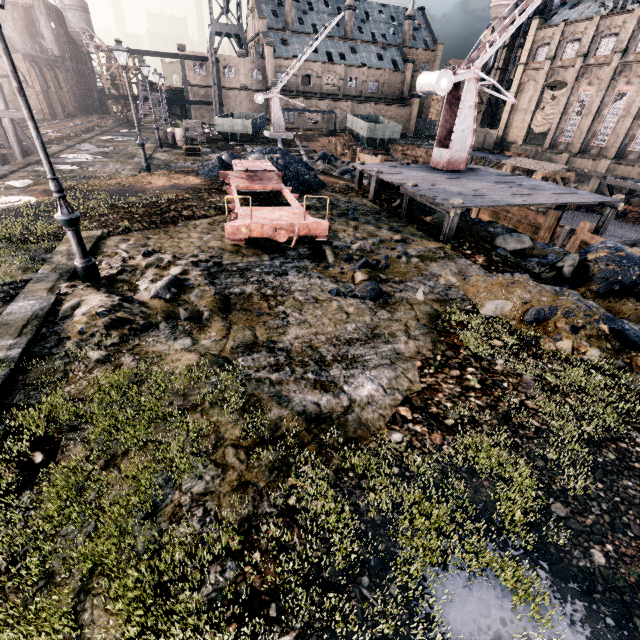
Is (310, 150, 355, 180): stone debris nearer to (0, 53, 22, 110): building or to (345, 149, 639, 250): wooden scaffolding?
(345, 149, 639, 250): wooden scaffolding

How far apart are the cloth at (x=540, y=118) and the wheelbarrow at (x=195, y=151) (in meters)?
48.07

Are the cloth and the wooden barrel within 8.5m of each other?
no

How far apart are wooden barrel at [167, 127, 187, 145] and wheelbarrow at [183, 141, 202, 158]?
6.2m

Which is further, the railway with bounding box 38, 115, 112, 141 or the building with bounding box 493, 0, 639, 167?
the building with bounding box 493, 0, 639, 167

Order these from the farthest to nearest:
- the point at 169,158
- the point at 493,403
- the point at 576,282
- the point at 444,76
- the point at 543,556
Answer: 1. the point at 169,158
2. the point at 444,76
3. the point at 576,282
4. the point at 493,403
5. the point at 543,556

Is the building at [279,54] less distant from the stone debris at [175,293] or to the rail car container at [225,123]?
the rail car container at [225,123]

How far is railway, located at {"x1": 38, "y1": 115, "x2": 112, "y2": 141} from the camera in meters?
33.4
